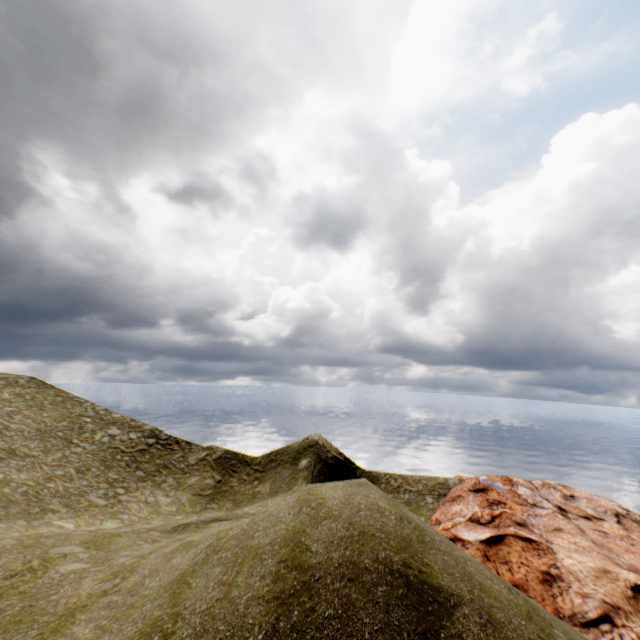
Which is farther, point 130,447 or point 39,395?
point 39,395
